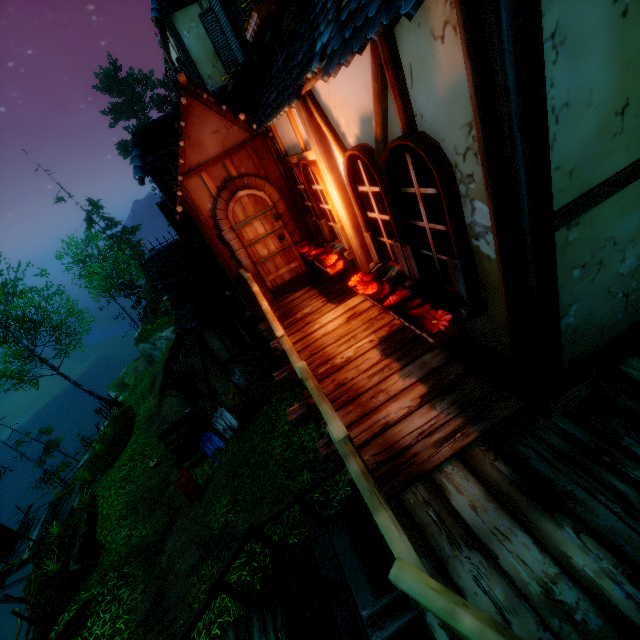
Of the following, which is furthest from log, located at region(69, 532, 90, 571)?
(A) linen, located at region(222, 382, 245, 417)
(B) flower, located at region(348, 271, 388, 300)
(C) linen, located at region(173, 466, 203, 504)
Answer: (B) flower, located at region(348, 271, 388, 300)

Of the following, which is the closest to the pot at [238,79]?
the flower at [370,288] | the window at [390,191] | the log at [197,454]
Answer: the window at [390,191]

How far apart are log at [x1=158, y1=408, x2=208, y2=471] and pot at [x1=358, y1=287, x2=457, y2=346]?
11.3m

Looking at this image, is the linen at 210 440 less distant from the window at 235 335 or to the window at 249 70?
the window at 235 335

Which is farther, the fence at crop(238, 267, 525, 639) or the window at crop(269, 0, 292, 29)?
the window at crop(269, 0, 292, 29)

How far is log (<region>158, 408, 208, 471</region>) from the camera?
12.06m

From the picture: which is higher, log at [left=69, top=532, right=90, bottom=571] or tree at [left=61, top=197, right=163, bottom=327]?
tree at [left=61, top=197, right=163, bottom=327]

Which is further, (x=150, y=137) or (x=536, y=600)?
(x=150, y=137)
